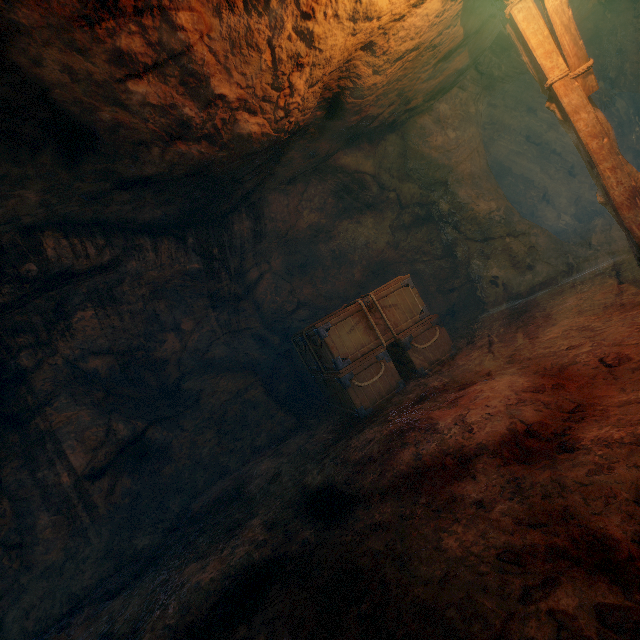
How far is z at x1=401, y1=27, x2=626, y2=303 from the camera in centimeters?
746cm

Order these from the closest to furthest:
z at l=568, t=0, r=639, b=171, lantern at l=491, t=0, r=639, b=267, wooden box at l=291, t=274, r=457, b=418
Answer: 1. lantern at l=491, t=0, r=639, b=267
2. wooden box at l=291, t=274, r=457, b=418
3. z at l=568, t=0, r=639, b=171

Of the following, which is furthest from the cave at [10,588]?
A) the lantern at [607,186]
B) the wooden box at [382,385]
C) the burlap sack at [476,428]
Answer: the lantern at [607,186]

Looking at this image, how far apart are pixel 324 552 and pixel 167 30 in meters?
5.0

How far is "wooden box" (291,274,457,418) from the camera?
5.3 meters

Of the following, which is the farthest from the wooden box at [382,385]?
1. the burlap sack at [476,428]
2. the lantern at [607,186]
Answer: the lantern at [607,186]

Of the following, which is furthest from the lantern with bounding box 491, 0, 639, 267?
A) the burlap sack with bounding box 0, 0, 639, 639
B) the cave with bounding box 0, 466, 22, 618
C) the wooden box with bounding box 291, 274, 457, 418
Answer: the cave with bounding box 0, 466, 22, 618

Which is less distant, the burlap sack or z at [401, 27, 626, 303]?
the burlap sack
